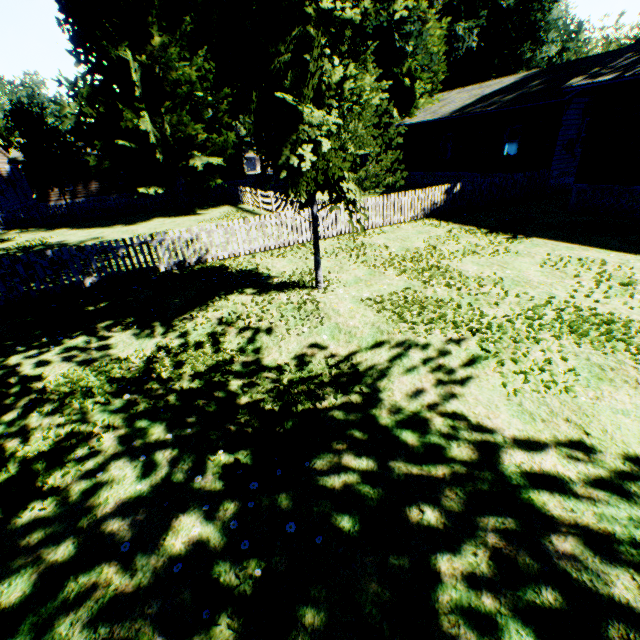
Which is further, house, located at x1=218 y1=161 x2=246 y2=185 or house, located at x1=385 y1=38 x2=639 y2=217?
house, located at x1=218 y1=161 x2=246 y2=185

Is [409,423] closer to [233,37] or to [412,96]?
[233,37]

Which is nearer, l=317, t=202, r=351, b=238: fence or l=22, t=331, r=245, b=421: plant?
l=22, t=331, r=245, b=421: plant

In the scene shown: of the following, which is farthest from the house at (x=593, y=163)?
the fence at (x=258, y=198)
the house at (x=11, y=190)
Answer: the house at (x=11, y=190)

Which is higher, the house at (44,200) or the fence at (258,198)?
the house at (44,200)

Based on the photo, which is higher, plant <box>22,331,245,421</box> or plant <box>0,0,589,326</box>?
plant <box>0,0,589,326</box>

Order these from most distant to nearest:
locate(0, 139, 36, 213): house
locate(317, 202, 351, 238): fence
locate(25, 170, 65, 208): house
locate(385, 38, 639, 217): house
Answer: locate(25, 170, 65, 208): house
locate(0, 139, 36, 213): house
locate(317, 202, 351, 238): fence
locate(385, 38, 639, 217): house

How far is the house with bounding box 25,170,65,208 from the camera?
29.6m
